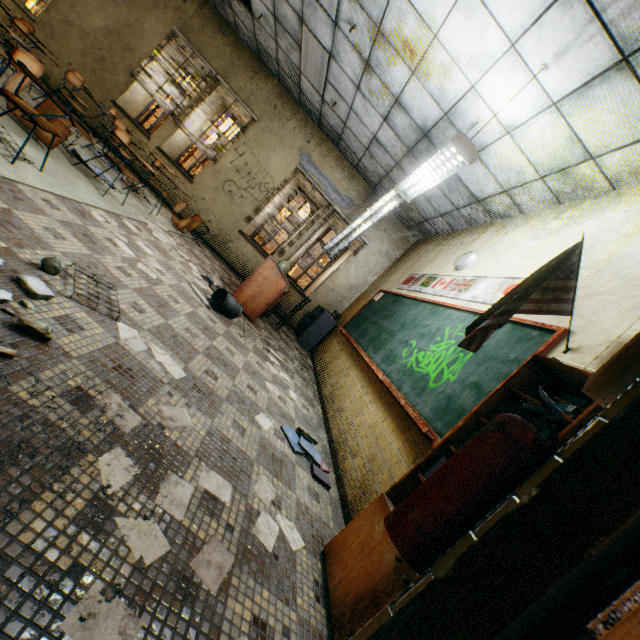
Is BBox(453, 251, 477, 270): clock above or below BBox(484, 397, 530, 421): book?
above

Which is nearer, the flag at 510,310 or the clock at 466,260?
the flag at 510,310

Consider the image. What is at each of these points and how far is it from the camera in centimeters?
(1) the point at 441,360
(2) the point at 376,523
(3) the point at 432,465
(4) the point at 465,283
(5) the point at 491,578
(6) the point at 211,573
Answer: (1) blackboard, 325cm
(2) bookcase, 183cm
(3) book, 191cm
(4) banner, 421cm
(5) door, 61cm
(6) paper, 131cm

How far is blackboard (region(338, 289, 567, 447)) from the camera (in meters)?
2.49

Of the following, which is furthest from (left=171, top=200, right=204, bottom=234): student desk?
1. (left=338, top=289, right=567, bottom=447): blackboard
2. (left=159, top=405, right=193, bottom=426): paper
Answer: (left=159, top=405, right=193, bottom=426): paper

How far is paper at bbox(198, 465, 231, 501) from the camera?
1.68m

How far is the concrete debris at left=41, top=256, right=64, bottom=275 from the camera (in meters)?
1.95

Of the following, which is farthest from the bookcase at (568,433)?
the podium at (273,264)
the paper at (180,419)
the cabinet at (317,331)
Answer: the cabinet at (317,331)
